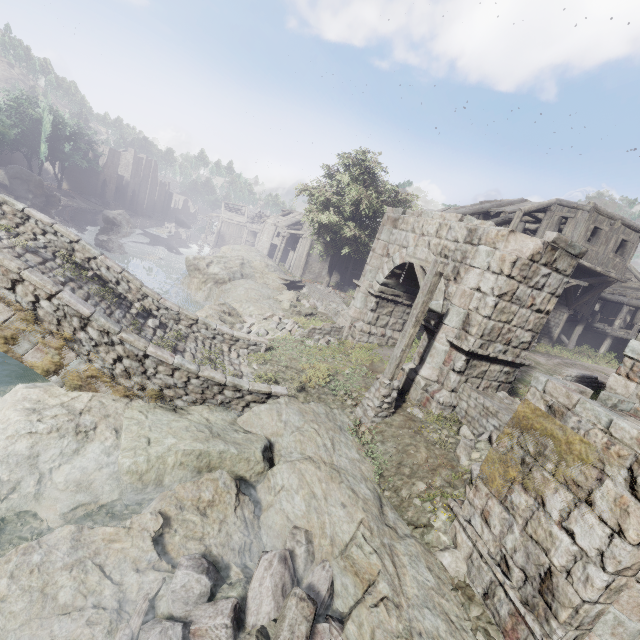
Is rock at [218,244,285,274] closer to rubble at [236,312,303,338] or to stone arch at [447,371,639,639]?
rubble at [236,312,303,338]

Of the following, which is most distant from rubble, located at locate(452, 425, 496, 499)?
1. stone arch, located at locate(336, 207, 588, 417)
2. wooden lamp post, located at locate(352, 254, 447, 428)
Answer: wooden lamp post, located at locate(352, 254, 447, 428)

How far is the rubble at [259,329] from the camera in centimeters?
1541cm

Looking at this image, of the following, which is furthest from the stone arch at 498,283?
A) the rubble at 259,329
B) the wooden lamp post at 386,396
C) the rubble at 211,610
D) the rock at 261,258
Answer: the rock at 261,258

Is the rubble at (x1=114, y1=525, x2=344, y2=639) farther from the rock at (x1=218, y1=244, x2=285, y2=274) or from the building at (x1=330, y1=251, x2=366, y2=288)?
the rock at (x1=218, y1=244, x2=285, y2=274)

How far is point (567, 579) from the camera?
4.29m

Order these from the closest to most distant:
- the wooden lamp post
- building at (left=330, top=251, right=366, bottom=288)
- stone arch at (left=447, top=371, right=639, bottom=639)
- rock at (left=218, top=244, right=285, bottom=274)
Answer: stone arch at (left=447, top=371, right=639, bottom=639)
the wooden lamp post
rock at (left=218, top=244, right=285, bottom=274)
building at (left=330, top=251, right=366, bottom=288)

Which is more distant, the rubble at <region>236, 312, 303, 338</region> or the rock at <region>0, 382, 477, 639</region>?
the rubble at <region>236, 312, 303, 338</region>
